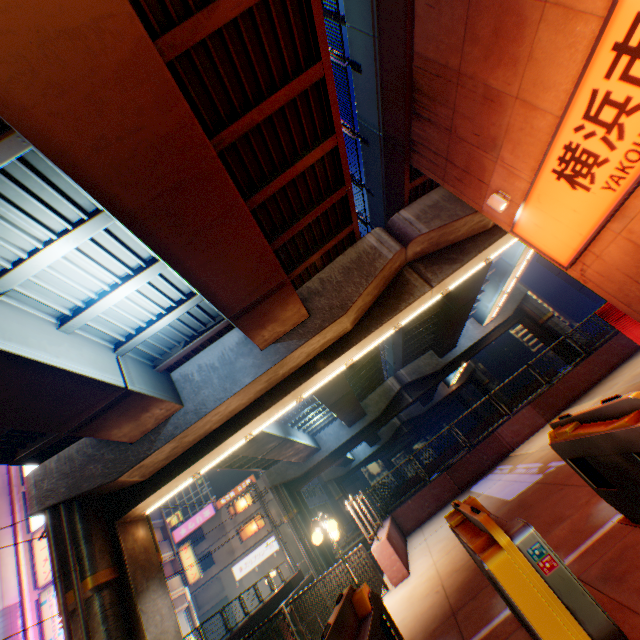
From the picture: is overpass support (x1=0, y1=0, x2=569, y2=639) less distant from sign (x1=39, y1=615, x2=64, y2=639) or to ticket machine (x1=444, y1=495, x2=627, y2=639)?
ticket machine (x1=444, y1=495, x2=627, y2=639)

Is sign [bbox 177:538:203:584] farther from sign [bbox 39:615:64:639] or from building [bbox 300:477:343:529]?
sign [bbox 39:615:64:639]

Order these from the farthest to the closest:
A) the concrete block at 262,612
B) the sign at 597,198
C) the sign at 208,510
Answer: the sign at 208,510 → the concrete block at 262,612 → the sign at 597,198

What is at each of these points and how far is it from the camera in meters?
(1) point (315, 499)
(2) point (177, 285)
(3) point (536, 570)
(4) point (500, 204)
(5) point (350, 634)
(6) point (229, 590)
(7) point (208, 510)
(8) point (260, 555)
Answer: (1) building, 48.6 m
(2) overpass support, 9.4 m
(3) ticket machine, 2.4 m
(4) street lamp, 7.9 m
(5) ticket machine, 3.2 m
(6) building, 37.6 m
(7) sign, 41.7 m
(8) sign, 38.2 m

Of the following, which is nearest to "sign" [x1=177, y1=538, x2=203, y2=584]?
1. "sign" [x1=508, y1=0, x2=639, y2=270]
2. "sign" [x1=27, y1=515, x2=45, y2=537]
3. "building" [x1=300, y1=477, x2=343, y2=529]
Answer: "building" [x1=300, y1=477, x2=343, y2=529]

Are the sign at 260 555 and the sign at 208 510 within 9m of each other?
yes

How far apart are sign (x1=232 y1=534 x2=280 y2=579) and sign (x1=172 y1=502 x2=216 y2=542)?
6.0 meters

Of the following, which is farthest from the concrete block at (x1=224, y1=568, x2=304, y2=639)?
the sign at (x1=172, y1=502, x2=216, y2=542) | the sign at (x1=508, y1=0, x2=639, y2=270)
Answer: the sign at (x1=508, y1=0, x2=639, y2=270)
